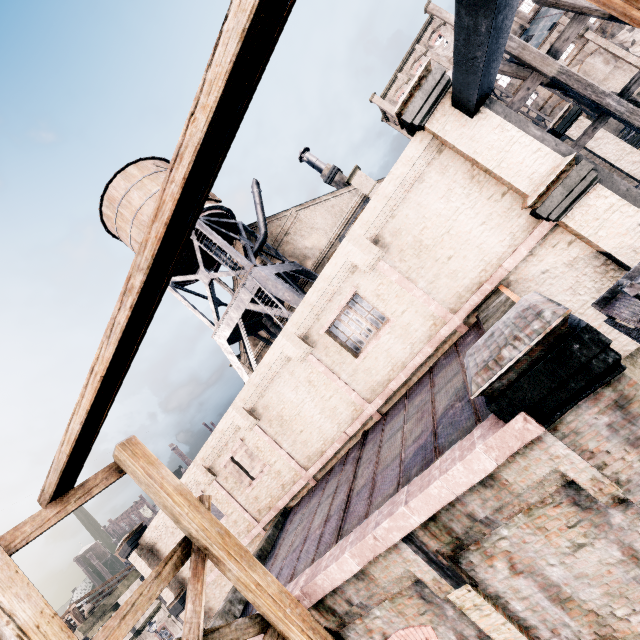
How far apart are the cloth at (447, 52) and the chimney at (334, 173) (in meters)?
39.47

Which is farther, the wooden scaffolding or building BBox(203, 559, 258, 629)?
building BBox(203, 559, 258, 629)

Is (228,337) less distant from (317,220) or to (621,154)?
(317,220)

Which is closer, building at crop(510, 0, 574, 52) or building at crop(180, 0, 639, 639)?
building at crop(180, 0, 639, 639)

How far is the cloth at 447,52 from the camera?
50.3 meters

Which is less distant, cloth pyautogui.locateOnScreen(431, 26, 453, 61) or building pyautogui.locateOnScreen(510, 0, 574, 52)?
building pyautogui.locateOnScreen(510, 0, 574, 52)

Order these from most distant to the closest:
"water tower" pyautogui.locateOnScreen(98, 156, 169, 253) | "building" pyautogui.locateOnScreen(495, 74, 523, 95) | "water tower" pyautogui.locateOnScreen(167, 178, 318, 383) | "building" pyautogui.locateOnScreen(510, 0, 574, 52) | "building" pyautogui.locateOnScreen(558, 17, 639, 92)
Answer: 1. "building" pyautogui.locateOnScreen(495, 74, 523, 95)
2. "building" pyautogui.locateOnScreen(510, 0, 574, 52)
3. "building" pyautogui.locateOnScreen(558, 17, 639, 92)
4. "water tower" pyautogui.locateOnScreen(98, 156, 169, 253)
5. "water tower" pyautogui.locateOnScreen(167, 178, 318, 383)

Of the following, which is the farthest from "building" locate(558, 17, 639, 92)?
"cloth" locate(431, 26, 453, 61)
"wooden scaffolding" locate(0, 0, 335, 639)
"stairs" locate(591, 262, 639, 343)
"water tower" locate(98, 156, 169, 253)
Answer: "wooden scaffolding" locate(0, 0, 335, 639)
